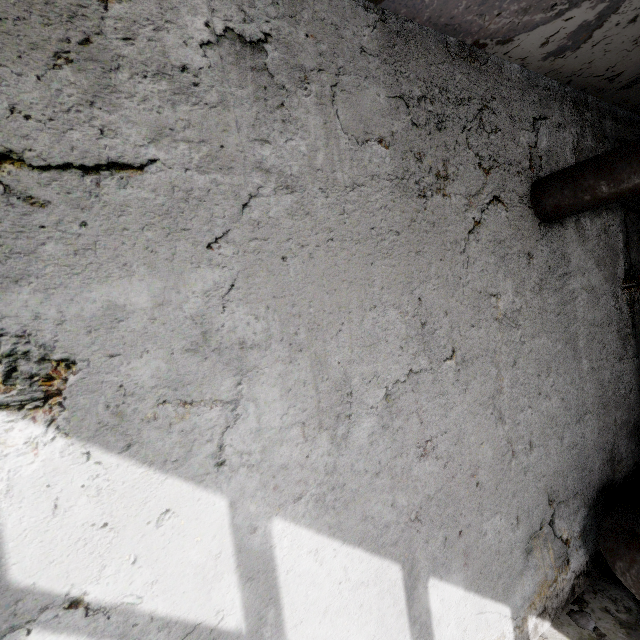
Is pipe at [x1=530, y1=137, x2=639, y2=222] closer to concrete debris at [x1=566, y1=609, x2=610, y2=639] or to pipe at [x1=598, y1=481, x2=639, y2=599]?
pipe at [x1=598, y1=481, x2=639, y2=599]

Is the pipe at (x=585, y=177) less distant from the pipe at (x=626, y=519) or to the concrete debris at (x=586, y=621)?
the pipe at (x=626, y=519)

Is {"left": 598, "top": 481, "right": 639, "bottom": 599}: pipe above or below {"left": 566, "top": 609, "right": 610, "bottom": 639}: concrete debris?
above

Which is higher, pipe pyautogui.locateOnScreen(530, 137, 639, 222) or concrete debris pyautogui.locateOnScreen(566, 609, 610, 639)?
pipe pyautogui.locateOnScreen(530, 137, 639, 222)

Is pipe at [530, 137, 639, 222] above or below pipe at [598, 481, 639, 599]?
above

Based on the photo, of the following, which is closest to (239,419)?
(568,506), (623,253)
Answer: (568,506)
